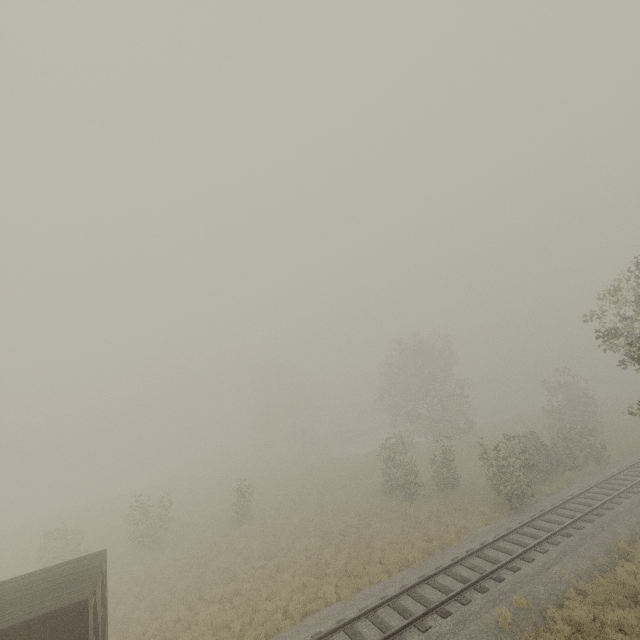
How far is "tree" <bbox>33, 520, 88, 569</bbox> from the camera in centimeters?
2239cm

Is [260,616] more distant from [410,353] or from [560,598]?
[410,353]

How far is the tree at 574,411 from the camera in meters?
21.0 m

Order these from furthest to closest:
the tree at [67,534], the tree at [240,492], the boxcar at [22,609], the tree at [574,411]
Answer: the tree at [240,492] → the tree at [67,534] → the tree at [574,411] → the boxcar at [22,609]

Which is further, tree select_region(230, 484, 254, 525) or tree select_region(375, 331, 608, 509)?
tree select_region(230, 484, 254, 525)

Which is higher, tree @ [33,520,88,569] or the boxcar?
the boxcar
